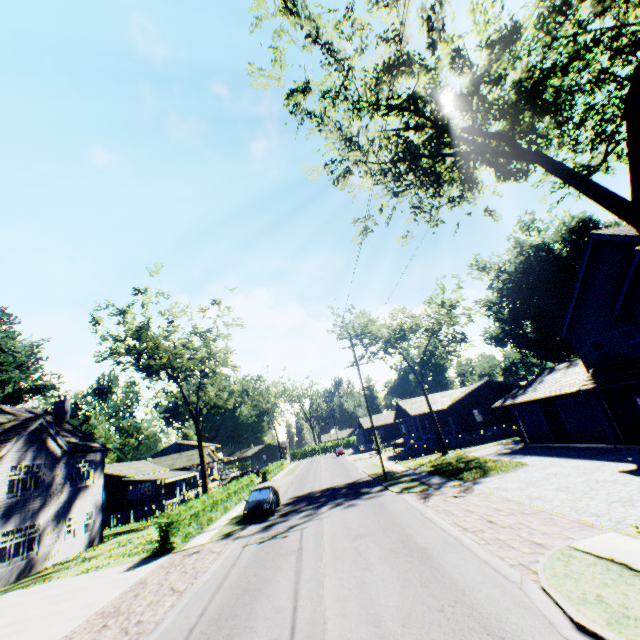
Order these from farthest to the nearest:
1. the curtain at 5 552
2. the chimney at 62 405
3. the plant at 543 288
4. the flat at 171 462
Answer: the plant at 543 288 < the flat at 171 462 < the chimney at 62 405 < the curtain at 5 552

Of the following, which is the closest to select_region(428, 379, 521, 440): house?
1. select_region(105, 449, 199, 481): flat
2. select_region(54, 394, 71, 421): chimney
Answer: select_region(105, 449, 199, 481): flat

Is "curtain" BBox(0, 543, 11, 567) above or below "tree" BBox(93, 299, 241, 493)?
below

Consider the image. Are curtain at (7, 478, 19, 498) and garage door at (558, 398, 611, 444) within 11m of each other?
no

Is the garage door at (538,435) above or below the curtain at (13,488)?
below

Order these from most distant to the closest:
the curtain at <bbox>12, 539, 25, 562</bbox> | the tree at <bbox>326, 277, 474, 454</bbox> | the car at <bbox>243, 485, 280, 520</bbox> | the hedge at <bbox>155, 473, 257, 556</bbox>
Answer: the tree at <bbox>326, 277, 474, 454</bbox>, the car at <bbox>243, 485, 280, 520</bbox>, the curtain at <bbox>12, 539, 25, 562</bbox>, the hedge at <bbox>155, 473, 257, 556</bbox>

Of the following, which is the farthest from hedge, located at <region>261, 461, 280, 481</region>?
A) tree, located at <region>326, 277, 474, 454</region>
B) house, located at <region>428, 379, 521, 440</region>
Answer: tree, located at <region>326, 277, 474, 454</region>

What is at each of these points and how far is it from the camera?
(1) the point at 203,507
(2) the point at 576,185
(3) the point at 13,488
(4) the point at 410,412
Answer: (1) hedge, 21.2m
(2) tree, 9.3m
(3) curtain, 19.5m
(4) house, 40.5m
